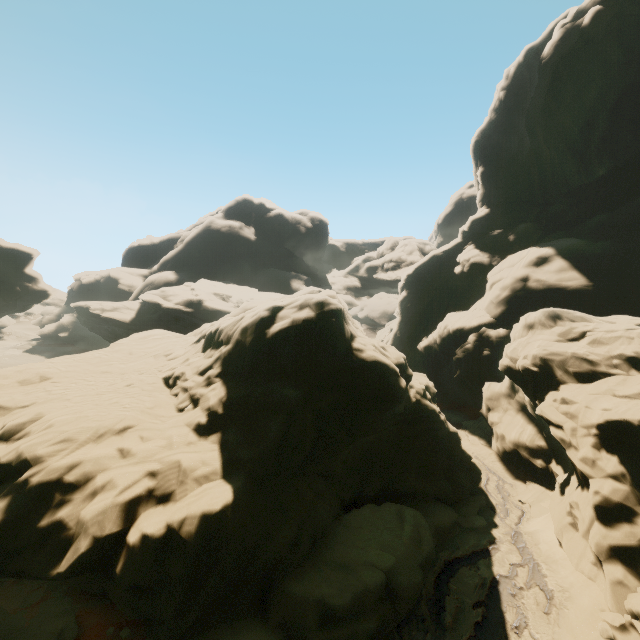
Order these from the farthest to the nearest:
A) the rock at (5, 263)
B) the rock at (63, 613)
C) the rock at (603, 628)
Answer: the rock at (5, 263), the rock at (603, 628), the rock at (63, 613)

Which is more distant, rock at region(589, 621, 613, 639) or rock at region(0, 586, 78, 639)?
rock at region(589, 621, 613, 639)

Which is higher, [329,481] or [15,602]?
[329,481]

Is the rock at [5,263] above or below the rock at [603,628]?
above

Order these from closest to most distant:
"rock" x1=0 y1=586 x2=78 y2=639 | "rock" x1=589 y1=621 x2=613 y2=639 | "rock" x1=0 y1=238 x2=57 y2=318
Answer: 1. "rock" x1=0 y1=586 x2=78 y2=639
2. "rock" x1=589 y1=621 x2=613 y2=639
3. "rock" x1=0 y1=238 x2=57 y2=318

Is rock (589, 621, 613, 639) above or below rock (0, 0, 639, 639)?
below
